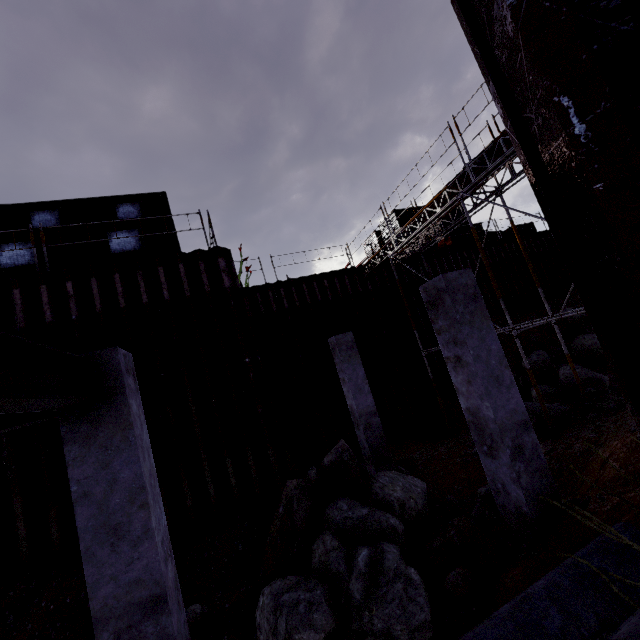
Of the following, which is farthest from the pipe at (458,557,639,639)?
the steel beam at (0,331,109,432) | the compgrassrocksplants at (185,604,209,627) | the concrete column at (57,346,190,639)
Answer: the steel beam at (0,331,109,432)

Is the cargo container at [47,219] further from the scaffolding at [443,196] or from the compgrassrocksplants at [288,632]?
the compgrassrocksplants at [288,632]

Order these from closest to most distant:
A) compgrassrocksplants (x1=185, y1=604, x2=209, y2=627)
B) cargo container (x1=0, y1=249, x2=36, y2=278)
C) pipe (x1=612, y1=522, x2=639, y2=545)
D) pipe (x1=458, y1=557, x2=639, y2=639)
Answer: pipe (x1=458, y1=557, x2=639, y2=639) < pipe (x1=612, y1=522, x2=639, y2=545) < compgrassrocksplants (x1=185, y1=604, x2=209, y2=627) < cargo container (x1=0, y1=249, x2=36, y2=278)

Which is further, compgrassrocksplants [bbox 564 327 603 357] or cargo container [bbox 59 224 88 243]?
compgrassrocksplants [bbox 564 327 603 357]

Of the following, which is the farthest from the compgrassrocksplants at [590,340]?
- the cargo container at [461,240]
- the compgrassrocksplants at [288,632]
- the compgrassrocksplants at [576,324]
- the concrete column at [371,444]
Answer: the compgrassrocksplants at [288,632]

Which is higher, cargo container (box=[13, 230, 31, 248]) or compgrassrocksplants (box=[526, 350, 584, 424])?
cargo container (box=[13, 230, 31, 248])

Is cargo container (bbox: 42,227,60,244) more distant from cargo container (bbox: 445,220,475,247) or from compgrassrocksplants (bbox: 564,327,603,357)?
compgrassrocksplants (bbox: 564,327,603,357)

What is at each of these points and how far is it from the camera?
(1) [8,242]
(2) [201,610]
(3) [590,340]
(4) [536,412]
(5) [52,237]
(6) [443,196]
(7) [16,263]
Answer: (1) cargo container, 9.55m
(2) compgrassrocksplants, 5.27m
(3) compgrassrocksplants, 13.02m
(4) compgrassrocksplants, 8.82m
(5) cargo container, 9.95m
(6) scaffolding, 9.52m
(7) cargo container, 9.50m
